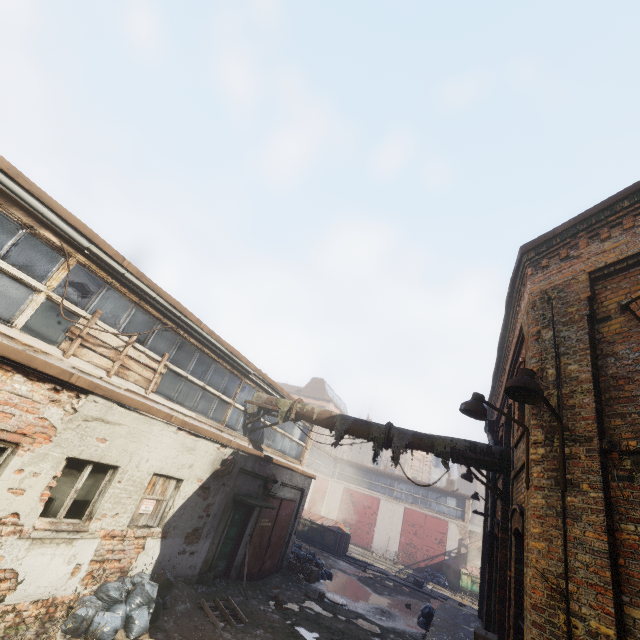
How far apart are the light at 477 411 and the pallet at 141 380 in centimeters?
671cm

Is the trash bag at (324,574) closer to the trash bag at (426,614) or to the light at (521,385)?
the trash bag at (426,614)

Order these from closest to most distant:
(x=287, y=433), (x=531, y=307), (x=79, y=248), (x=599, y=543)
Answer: (x=599, y=543), (x=531, y=307), (x=79, y=248), (x=287, y=433)

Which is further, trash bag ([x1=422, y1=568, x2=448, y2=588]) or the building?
trash bag ([x1=422, y1=568, x2=448, y2=588])

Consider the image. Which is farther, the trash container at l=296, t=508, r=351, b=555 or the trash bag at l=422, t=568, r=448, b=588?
the trash bag at l=422, t=568, r=448, b=588

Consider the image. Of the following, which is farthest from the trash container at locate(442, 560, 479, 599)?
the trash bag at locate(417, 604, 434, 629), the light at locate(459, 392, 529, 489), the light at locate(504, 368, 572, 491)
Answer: the light at locate(504, 368, 572, 491)

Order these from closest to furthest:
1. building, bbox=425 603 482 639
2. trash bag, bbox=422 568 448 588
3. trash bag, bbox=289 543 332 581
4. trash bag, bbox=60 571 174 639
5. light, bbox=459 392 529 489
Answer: light, bbox=459 392 529 489 → trash bag, bbox=60 571 174 639 → building, bbox=425 603 482 639 → trash bag, bbox=289 543 332 581 → trash bag, bbox=422 568 448 588

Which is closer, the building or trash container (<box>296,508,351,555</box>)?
the building
